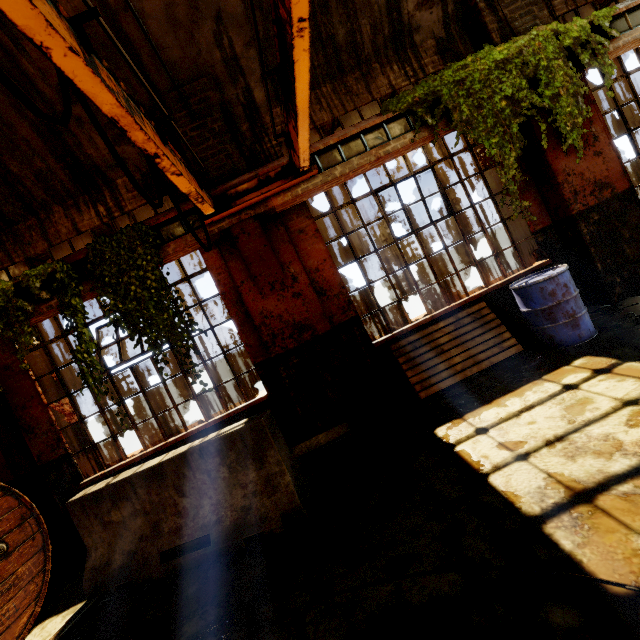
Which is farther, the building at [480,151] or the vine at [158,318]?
the building at [480,151]

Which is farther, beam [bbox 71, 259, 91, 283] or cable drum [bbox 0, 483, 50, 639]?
beam [bbox 71, 259, 91, 283]

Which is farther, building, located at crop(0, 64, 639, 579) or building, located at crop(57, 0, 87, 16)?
building, located at crop(0, 64, 639, 579)

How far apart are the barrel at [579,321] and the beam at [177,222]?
4.4 meters

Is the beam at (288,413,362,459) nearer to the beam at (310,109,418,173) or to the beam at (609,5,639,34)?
the beam at (310,109,418,173)

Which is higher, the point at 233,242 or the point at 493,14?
the point at 493,14

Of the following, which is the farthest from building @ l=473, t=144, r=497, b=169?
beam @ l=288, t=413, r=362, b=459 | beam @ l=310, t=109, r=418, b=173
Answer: beam @ l=310, t=109, r=418, b=173

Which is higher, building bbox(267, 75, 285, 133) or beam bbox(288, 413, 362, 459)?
building bbox(267, 75, 285, 133)
